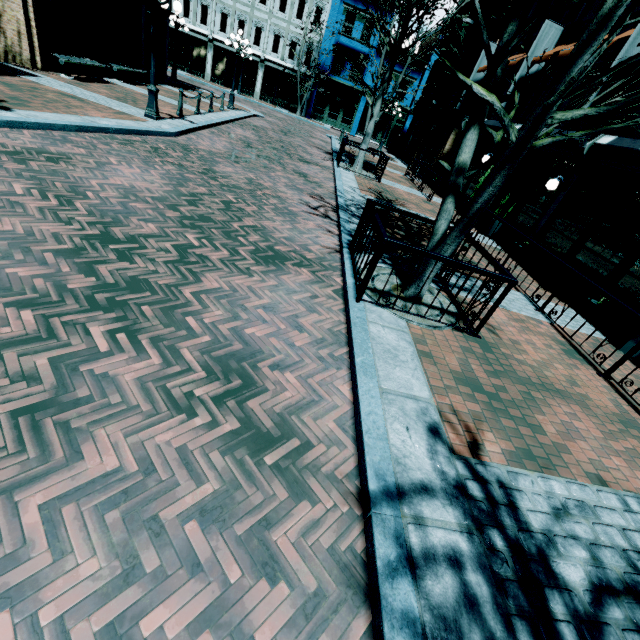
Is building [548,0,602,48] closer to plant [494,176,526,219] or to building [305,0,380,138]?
plant [494,176,526,219]

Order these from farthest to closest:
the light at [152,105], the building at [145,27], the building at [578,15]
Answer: the building at [145,27]
the building at [578,15]
the light at [152,105]

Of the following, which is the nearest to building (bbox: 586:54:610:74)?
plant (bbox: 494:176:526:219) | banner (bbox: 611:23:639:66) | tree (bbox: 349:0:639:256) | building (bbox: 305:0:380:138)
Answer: banner (bbox: 611:23:639:66)

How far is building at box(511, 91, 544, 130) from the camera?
12.45m

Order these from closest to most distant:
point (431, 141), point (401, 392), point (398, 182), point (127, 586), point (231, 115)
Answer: point (127, 586)
point (401, 392)
point (398, 182)
point (231, 115)
point (431, 141)

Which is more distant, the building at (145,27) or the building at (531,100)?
the building at (145,27)

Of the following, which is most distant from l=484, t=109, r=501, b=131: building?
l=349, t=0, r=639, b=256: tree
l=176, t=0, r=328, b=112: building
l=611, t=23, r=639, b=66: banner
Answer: l=176, t=0, r=328, b=112: building

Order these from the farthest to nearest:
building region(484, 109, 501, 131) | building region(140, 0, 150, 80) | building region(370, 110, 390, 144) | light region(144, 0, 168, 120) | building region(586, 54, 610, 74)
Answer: building region(370, 110, 390, 144) < building region(140, 0, 150, 80) < building region(484, 109, 501, 131) < building region(586, 54, 610, 74) < light region(144, 0, 168, 120)
